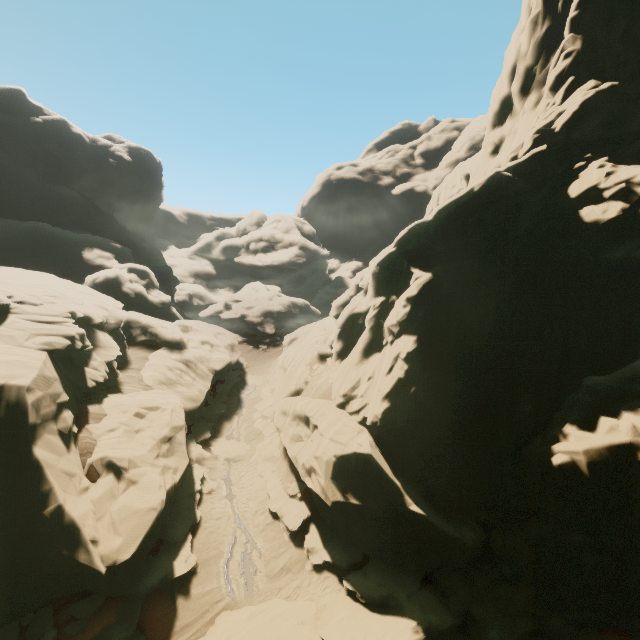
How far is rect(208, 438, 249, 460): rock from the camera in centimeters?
2317cm

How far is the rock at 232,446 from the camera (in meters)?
23.17

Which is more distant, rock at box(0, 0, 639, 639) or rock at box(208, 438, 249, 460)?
rock at box(208, 438, 249, 460)

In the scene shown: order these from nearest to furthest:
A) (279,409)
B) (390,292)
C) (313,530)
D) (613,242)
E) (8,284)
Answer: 1. (613,242)
2. (313,530)
3. (390,292)
4. (8,284)
5. (279,409)

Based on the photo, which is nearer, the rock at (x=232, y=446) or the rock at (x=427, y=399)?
the rock at (x=427, y=399)
